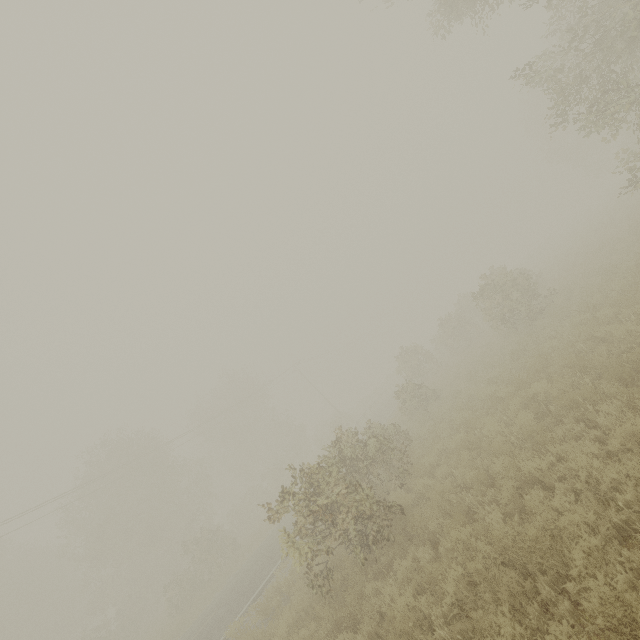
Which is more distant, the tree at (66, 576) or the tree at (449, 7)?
the tree at (449, 7)

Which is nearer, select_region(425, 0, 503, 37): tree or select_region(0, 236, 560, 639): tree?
select_region(0, 236, 560, 639): tree

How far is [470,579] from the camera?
4.8 meters

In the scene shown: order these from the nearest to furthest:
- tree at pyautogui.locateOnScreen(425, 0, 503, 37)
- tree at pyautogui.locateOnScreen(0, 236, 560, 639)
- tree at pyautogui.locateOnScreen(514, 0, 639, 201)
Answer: tree at pyautogui.locateOnScreen(0, 236, 560, 639), tree at pyautogui.locateOnScreen(514, 0, 639, 201), tree at pyautogui.locateOnScreen(425, 0, 503, 37)

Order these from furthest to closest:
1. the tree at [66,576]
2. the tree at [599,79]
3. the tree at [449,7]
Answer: the tree at [449,7] → the tree at [599,79] → the tree at [66,576]
